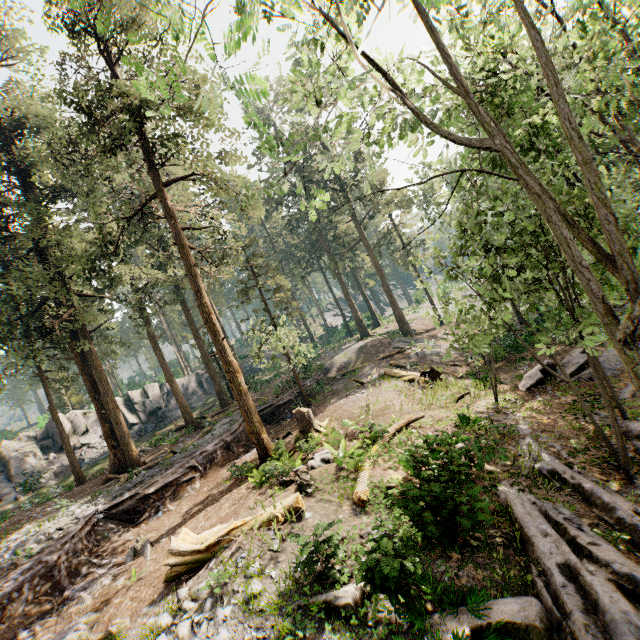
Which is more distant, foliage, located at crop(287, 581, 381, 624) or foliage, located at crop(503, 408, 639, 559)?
foliage, located at crop(503, 408, 639, 559)

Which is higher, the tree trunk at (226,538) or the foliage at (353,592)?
the tree trunk at (226,538)

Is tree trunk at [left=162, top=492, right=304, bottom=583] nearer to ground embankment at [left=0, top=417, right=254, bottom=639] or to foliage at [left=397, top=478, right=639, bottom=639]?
foliage at [left=397, top=478, right=639, bottom=639]

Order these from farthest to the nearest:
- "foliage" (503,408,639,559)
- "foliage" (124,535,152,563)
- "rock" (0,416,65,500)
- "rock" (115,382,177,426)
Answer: "rock" (115,382,177,426)
"rock" (0,416,65,500)
"foliage" (124,535,152,563)
"foliage" (503,408,639,559)

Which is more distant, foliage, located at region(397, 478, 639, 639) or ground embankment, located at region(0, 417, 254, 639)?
ground embankment, located at region(0, 417, 254, 639)

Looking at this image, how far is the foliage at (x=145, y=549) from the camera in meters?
12.1 m

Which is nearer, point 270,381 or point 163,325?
point 270,381

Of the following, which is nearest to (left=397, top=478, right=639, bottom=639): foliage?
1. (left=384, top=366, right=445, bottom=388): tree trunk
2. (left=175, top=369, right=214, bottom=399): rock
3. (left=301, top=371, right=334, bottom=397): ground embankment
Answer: (left=301, top=371, right=334, bottom=397): ground embankment
